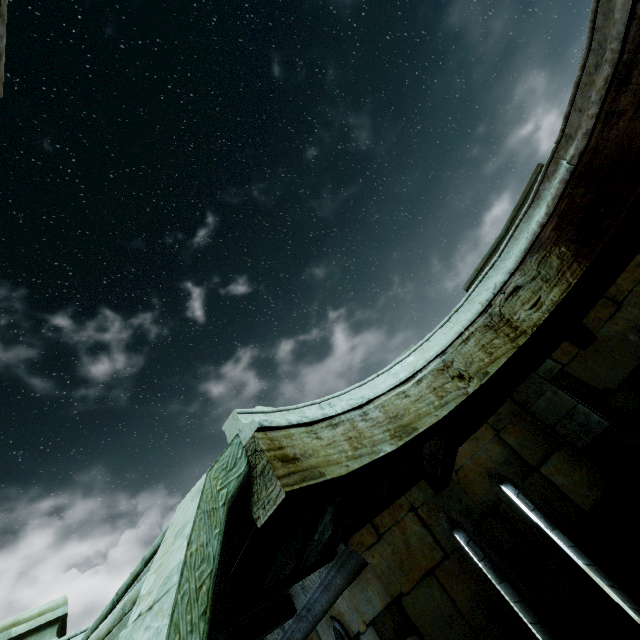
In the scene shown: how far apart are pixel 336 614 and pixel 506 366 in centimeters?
439cm
